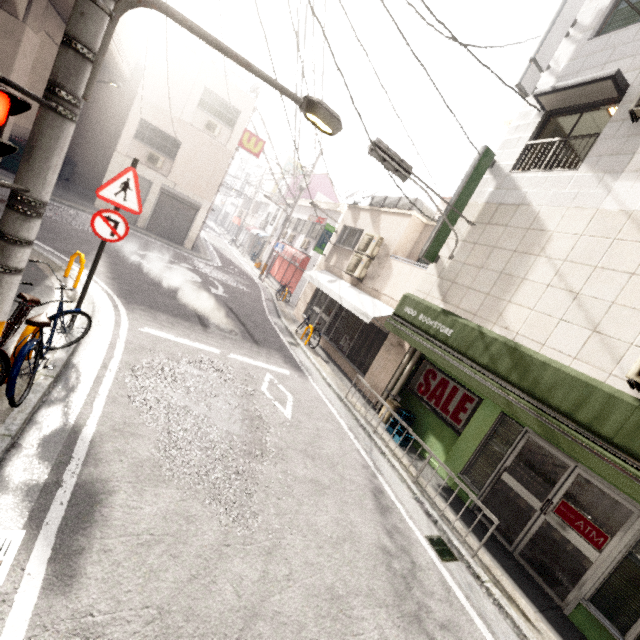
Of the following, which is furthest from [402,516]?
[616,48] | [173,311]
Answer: [616,48]

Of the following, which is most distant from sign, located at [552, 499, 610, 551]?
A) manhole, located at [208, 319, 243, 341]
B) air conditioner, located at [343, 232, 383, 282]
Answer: air conditioner, located at [343, 232, 383, 282]

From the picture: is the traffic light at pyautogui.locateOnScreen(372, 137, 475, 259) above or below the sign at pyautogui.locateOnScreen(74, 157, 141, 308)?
above

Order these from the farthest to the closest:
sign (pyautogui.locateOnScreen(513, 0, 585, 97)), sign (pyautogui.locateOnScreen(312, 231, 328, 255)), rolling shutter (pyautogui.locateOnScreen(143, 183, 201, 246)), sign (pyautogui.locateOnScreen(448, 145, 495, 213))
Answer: rolling shutter (pyautogui.locateOnScreen(143, 183, 201, 246))
sign (pyautogui.locateOnScreen(312, 231, 328, 255))
sign (pyautogui.locateOnScreen(448, 145, 495, 213))
sign (pyautogui.locateOnScreen(513, 0, 585, 97))

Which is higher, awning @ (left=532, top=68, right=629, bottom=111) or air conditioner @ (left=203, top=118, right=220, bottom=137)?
awning @ (left=532, top=68, right=629, bottom=111)

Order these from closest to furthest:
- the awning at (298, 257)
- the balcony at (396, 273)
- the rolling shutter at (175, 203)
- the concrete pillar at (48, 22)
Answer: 1. the balcony at (396, 273)
2. the concrete pillar at (48, 22)
3. the rolling shutter at (175, 203)
4. the awning at (298, 257)

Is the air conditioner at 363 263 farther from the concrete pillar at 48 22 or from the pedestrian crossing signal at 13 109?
the concrete pillar at 48 22

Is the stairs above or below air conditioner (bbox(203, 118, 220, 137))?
below
